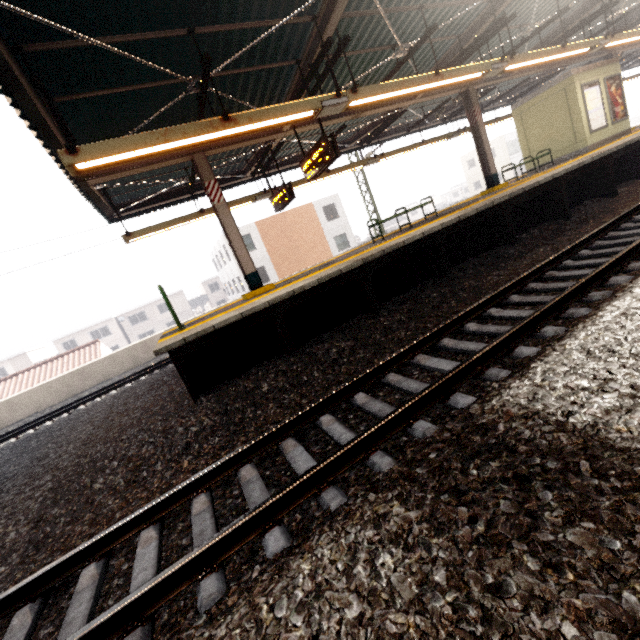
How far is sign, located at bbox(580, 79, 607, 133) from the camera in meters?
12.1

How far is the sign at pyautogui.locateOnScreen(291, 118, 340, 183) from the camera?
6.9m

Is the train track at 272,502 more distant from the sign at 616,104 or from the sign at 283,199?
the sign at 283,199

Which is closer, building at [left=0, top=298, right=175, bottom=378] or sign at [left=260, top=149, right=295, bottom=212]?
sign at [left=260, top=149, right=295, bottom=212]

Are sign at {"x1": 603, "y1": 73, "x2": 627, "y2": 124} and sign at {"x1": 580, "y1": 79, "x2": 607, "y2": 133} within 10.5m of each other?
yes

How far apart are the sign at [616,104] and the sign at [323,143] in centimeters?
1327cm

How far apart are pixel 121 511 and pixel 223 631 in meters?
2.7 m

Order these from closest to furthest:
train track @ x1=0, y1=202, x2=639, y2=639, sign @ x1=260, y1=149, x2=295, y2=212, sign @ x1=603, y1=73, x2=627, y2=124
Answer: train track @ x1=0, y1=202, x2=639, y2=639, sign @ x1=260, y1=149, x2=295, y2=212, sign @ x1=603, y1=73, x2=627, y2=124
